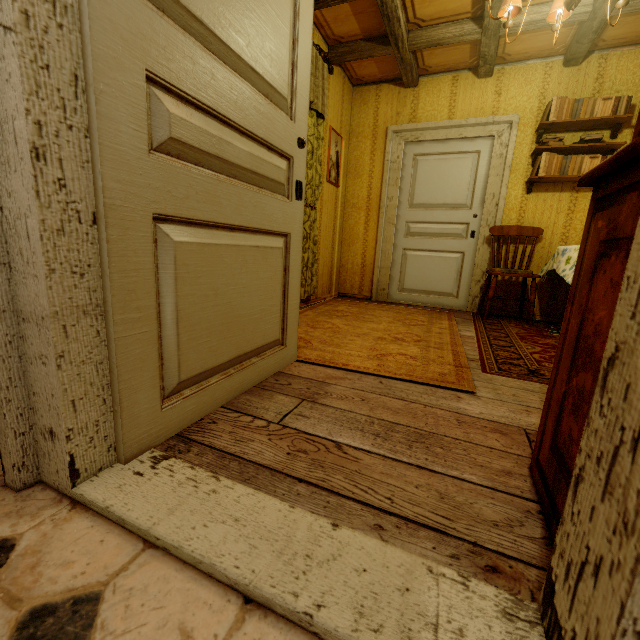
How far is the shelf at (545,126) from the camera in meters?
3.2 m

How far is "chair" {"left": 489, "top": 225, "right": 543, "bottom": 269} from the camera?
3.8m

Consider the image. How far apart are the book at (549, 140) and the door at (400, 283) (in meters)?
0.46

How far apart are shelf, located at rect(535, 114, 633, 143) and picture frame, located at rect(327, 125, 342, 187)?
2.2m

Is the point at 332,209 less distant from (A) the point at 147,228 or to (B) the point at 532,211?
(B) the point at 532,211

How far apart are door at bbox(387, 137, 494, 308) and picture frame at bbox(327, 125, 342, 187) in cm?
84

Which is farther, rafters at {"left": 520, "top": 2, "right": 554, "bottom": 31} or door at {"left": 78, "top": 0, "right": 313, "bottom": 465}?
rafters at {"left": 520, "top": 2, "right": 554, "bottom": 31}

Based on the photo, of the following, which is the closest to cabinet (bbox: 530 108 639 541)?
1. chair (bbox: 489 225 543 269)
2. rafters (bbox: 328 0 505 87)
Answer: rafters (bbox: 328 0 505 87)
